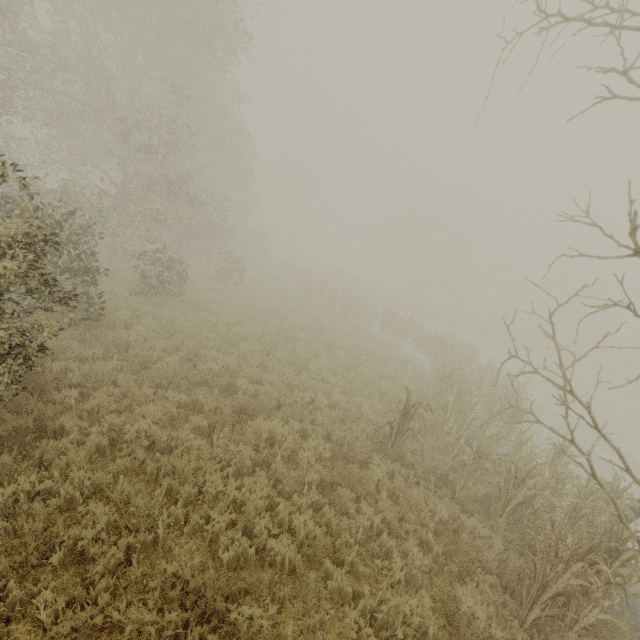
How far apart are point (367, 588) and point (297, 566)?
1.06m
